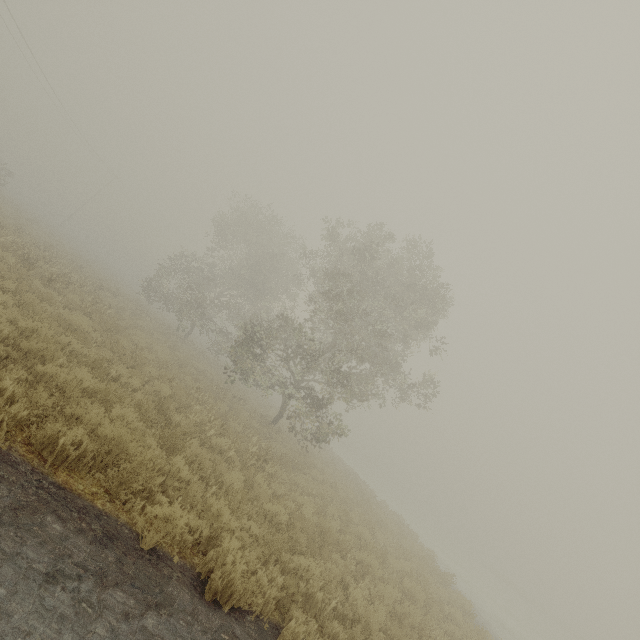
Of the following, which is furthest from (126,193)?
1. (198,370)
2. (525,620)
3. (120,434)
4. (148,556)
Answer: (525,620)
